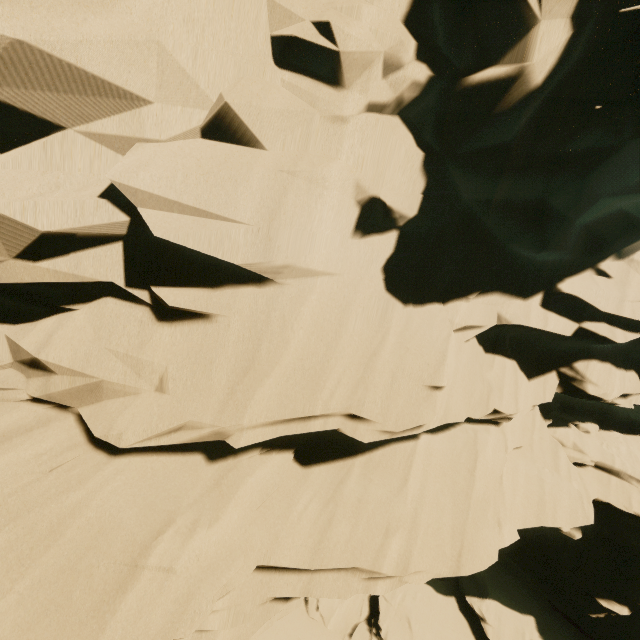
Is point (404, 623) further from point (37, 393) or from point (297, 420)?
point (37, 393)
